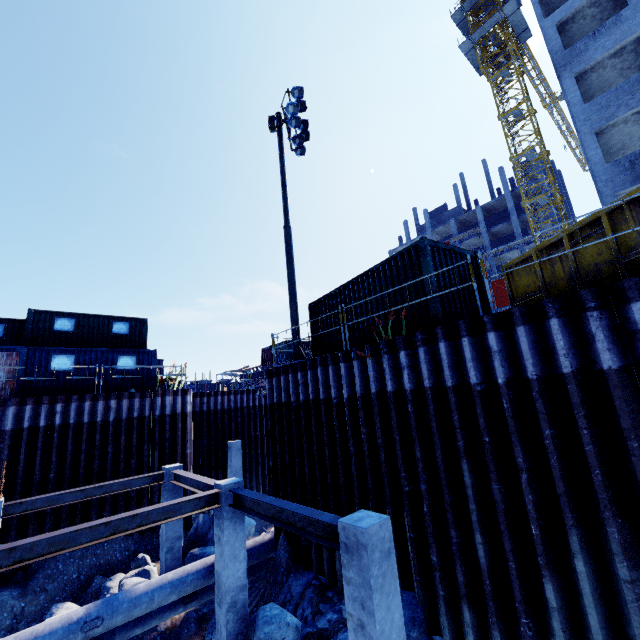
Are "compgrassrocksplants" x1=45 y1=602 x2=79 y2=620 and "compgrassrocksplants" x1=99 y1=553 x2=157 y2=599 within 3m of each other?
yes

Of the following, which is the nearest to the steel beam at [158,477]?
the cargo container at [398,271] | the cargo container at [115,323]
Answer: the cargo container at [398,271]

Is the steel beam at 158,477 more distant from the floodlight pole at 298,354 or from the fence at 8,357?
the fence at 8,357

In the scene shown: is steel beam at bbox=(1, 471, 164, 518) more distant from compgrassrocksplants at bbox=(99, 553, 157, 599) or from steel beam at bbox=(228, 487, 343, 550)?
steel beam at bbox=(228, 487, 343, 550)

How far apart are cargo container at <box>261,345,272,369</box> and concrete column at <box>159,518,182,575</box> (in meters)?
22.96

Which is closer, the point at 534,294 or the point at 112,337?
the point at 534,294

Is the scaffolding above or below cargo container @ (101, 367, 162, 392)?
above

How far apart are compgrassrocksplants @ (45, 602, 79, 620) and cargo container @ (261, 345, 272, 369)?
25.7 meters
